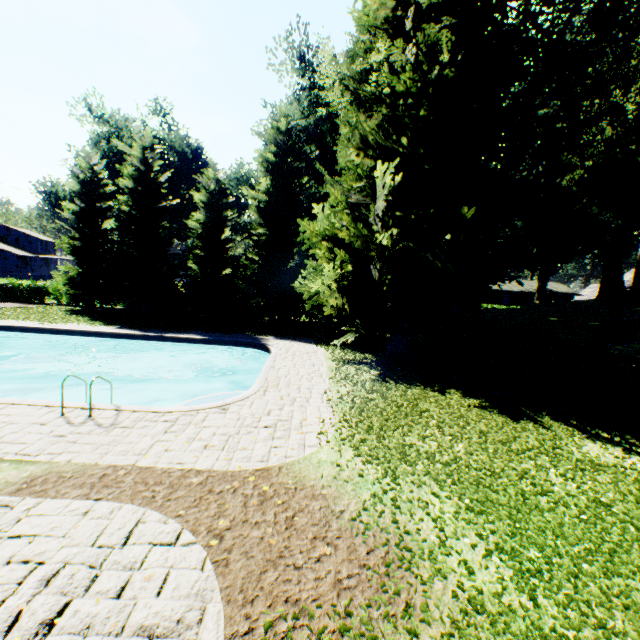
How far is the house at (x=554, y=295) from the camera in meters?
57.8

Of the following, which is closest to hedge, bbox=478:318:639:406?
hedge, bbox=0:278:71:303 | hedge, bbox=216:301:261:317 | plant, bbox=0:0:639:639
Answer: plant, bbox=0:0:639:639

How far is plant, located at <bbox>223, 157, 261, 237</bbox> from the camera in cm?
3462

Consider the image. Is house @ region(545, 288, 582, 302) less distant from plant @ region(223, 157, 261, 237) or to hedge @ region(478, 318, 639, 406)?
plant @ region(223, 157, 261, 237)

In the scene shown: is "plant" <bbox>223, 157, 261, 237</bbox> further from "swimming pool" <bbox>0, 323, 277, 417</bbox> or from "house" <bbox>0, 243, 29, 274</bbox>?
"swimming pool" <bbox>0, 323, 277, 417</bbox>

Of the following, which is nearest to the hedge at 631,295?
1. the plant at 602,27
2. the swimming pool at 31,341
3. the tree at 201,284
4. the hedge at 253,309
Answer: the plant at 602,27

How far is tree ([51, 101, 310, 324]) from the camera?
24.2 meters

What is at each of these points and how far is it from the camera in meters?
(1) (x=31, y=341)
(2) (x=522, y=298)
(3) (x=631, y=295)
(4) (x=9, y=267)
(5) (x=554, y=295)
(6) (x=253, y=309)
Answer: (1) swimming pool, 18.1
(2) house, 58.9
(3) hedge, 29.8
(4) house, 56.6
(5) house, 59.0
(6) hedge, 28.7
